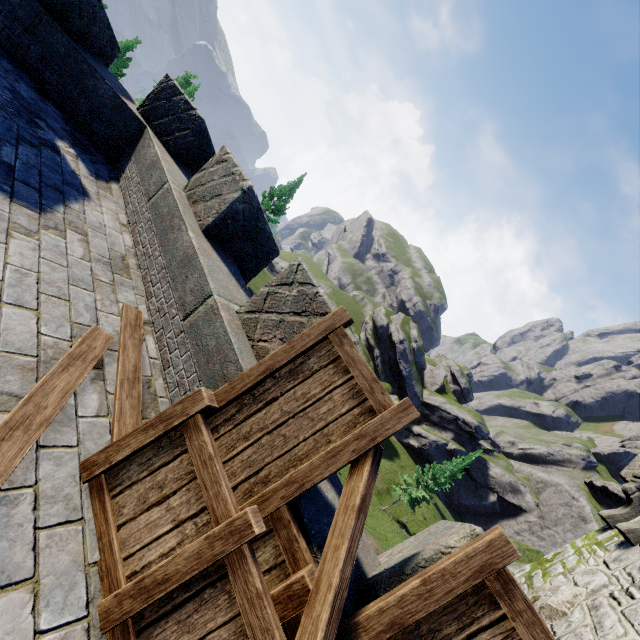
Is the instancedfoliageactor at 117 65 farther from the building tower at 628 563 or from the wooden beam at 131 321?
the building tower at 628 563

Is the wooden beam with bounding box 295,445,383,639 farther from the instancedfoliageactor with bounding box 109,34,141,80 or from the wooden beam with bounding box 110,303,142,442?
the instancedfoliageactor with bounding box 109,34,141,80

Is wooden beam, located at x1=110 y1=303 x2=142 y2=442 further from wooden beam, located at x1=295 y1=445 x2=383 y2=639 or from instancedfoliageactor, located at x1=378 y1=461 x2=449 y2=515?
instancedfoliageactor, located at x1=378 y1=461 x2=449 y2=515

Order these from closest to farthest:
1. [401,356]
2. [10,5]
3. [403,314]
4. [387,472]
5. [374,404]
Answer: [374,404] → [10,5] → [387,472] → [401,356] → [403,314]

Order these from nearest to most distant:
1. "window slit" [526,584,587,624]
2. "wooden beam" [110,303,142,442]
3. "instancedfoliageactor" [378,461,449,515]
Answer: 1. "wooden beam" [110,303,142,442]
2. "window slit" [526,584,587,624]
3. "instancedfoliageactor" [378,461,449,515]

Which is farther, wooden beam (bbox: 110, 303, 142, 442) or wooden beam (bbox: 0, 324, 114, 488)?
wooden beam (bbox: 110, 303, 142, 442)

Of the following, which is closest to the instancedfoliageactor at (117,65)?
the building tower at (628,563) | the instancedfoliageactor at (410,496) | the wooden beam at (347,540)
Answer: Answer: the wooden beam at (347,540)

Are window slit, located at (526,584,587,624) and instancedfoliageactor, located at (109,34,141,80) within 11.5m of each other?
no
